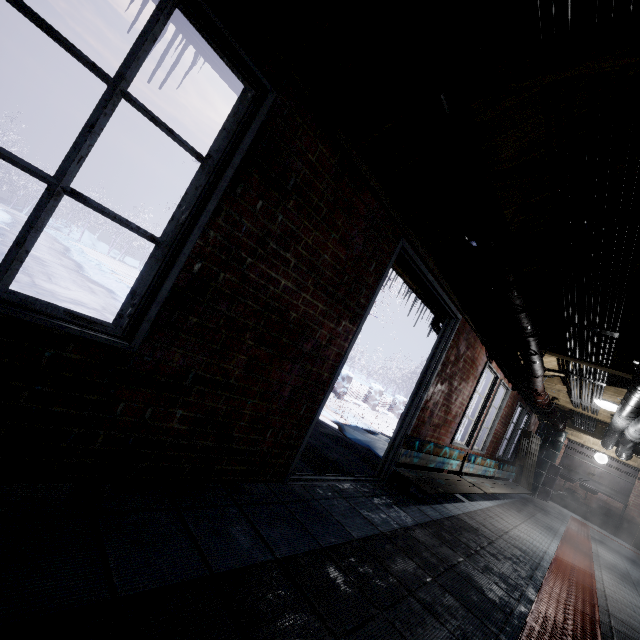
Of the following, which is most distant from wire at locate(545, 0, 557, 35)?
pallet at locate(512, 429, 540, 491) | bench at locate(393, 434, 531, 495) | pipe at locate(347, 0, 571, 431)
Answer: pallet at locate(512, 429, 540, 491)

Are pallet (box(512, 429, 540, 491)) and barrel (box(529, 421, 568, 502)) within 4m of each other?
yes

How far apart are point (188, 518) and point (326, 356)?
1.2 meters

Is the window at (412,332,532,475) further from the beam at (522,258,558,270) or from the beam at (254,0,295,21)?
the beam at (254,0,295,21)

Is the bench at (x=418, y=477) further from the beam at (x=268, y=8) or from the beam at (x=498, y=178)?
the beam at (x=268, y=8)

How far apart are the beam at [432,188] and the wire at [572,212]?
0.2m

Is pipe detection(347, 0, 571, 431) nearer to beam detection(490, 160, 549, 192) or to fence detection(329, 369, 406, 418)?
beam detection(490, 160, 549, 192)

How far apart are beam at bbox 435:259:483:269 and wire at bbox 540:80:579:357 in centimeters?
18cm
